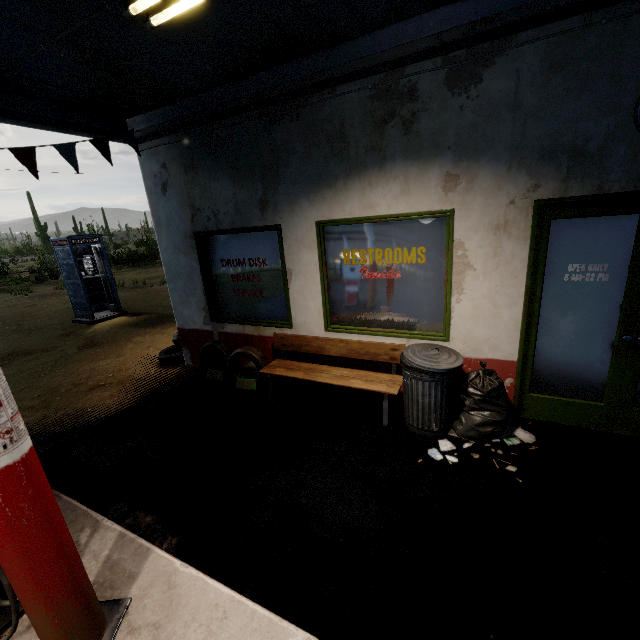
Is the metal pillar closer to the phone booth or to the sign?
the sign

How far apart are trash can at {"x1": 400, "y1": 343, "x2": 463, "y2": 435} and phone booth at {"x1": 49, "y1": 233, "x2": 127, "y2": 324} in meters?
10.1

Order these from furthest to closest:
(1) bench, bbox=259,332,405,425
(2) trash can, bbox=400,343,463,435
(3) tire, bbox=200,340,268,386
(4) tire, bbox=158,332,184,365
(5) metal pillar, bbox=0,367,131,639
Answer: (4) tire, bbox=158,332,184,365, (3) tire, bbox=200,340,268,386, (1) bench, bbox=259,332,405,425, (2) trash can, bbox=400,343,463,435, (5) metal pillar, bbox=0,367,131,639

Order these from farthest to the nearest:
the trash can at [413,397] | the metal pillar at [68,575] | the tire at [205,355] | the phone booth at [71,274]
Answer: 1. the phone booth at [71,274]
2. the tire at [205,355]
3. the trash can at [413,397]
4. the metal pillar at [68,575]

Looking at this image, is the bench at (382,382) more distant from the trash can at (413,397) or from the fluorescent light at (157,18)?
the fluorescent light at (157,18)

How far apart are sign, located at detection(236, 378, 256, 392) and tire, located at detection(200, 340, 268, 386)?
0.1 meters

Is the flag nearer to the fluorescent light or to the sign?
the fluorescent light

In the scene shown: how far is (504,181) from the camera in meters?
3.3
